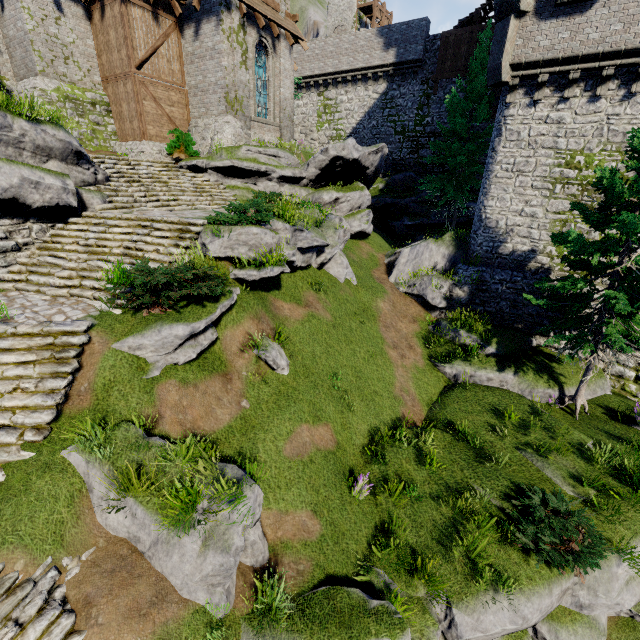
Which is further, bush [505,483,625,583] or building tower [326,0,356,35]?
building tower [326,0,356,35]

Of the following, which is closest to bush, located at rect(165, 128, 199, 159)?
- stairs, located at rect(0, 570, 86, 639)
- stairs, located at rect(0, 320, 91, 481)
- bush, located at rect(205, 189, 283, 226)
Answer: bush, located at rect(205, 189, 283, 226)

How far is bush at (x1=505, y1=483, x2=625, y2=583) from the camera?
7.46m

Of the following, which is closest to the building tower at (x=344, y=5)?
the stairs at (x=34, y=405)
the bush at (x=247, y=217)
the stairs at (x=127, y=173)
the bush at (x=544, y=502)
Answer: the stairs at (x=127, y=173)

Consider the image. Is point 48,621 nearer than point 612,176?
Yes

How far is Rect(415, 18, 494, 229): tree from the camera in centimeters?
1950cm

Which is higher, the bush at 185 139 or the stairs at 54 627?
the bush at 185 139

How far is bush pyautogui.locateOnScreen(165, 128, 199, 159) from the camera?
16.2m
